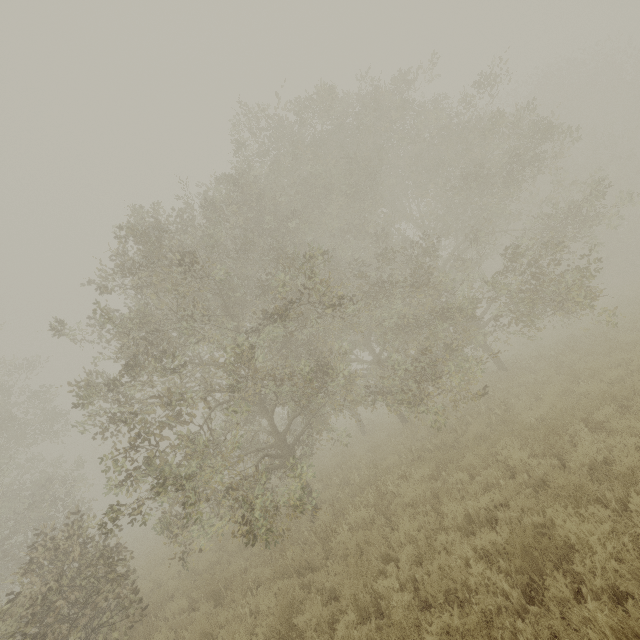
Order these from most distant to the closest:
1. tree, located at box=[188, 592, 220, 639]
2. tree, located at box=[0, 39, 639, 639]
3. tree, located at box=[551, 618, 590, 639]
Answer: tree, located at box=[0, 39, 639, 639] < tree, located at box=[188, 592, 220, 639] < tree, located at box=[551, 618, 590, 639]

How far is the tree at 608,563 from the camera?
3.8 meters

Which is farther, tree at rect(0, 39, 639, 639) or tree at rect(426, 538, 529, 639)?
tree at rect(0, 39, 639, 639)

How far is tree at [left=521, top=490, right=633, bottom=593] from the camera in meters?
3.8

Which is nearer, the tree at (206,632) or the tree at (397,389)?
the tree at (206,632)

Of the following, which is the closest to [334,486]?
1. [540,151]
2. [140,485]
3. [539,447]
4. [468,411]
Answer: [468,411]
